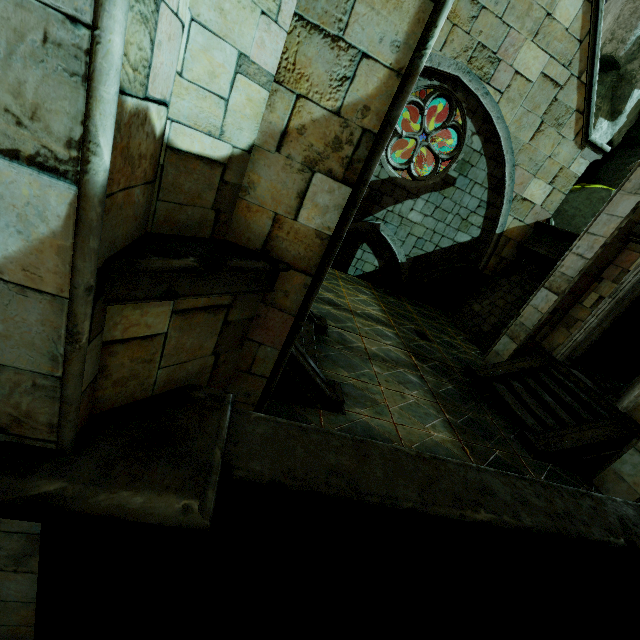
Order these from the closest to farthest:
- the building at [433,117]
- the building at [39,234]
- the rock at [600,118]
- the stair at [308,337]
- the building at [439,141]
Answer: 1. the building at [39,234]
2. the stair at [308,337]
3. the rock at [600,118]
4. the building at [433,117]
5. the building at [439,141]

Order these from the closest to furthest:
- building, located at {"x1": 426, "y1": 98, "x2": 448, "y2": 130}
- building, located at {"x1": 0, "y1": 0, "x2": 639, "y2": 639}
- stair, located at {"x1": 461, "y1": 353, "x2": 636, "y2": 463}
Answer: building, located at {"x1": 0, "y1": 0, "x2": 639, "y2": 639}, stair, located at {"x1": 461, "y1": 353, "x2": 636, "y2": 463}, building, located at {"x1": 426, "y1": 98, "x2": 448, "y2": 130}

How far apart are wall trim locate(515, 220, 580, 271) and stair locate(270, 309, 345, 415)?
8.2m

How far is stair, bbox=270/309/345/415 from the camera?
4.7 meters

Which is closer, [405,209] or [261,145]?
[261,145]

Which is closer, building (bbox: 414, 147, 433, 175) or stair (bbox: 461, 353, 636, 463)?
stair (bbox: 461, 353, 636, 463)

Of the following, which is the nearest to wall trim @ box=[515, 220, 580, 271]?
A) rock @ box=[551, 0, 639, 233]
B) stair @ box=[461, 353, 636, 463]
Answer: stair @ box=[461, 353, 636, 463]

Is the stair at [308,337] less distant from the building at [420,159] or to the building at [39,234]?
the building at [39,234]
